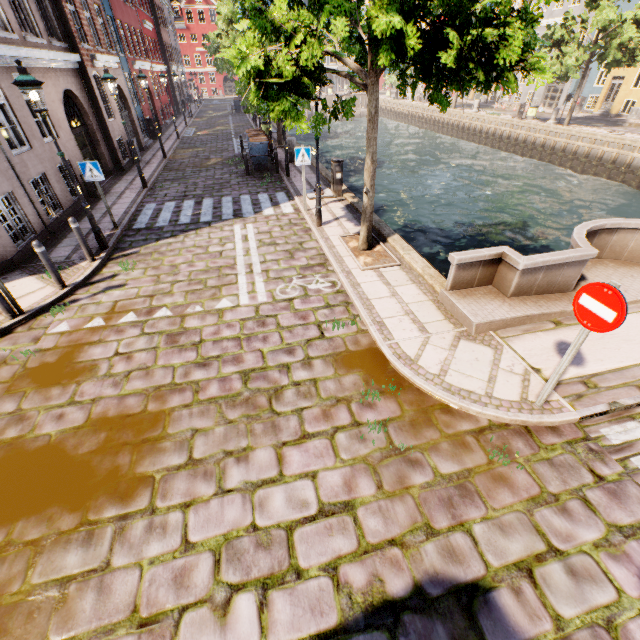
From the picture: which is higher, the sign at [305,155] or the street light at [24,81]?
the street light at [24,81]

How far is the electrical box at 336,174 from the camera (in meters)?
11.20

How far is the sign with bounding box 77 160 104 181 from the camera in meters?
8.6 m

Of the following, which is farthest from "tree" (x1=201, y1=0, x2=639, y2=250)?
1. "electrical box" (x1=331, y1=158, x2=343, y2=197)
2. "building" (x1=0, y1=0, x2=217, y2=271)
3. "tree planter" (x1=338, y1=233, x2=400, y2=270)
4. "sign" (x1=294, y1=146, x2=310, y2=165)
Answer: "building" (x1=0, y1=0, x2=217, y2=271)

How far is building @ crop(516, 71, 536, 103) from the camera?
36.2m

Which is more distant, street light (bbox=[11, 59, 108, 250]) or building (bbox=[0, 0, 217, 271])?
building (bbox=[0, 0, 217, 271])

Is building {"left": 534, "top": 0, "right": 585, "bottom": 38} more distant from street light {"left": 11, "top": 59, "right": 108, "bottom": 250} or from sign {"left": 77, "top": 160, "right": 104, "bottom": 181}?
sign {"left": 77, "top": 160, "right": 104, "bottom": 181}

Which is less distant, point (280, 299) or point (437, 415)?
point (437, 415)
